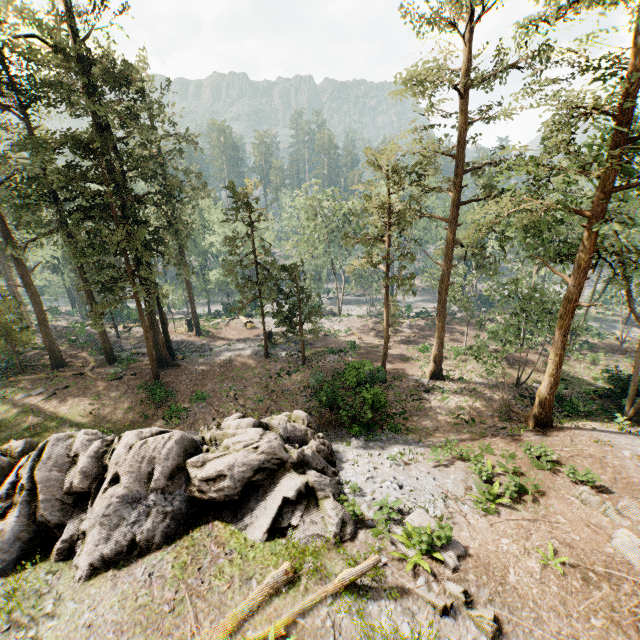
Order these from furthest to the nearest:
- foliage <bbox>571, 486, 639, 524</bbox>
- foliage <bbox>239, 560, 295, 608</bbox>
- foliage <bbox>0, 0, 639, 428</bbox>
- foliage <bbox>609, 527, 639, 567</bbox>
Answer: foliage <bbox>0, 0, 639, 428</bbox> → foliage <bbox>571, 486, 639, 524</bbox> → foliage <bbox>609, 527, 639, 567</bbox> → foliage <bbox>239, 560, 295, 608</bbox>

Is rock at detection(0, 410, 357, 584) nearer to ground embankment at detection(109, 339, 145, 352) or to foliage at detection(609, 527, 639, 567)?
foliage at detection(609, 527, 639, 567)

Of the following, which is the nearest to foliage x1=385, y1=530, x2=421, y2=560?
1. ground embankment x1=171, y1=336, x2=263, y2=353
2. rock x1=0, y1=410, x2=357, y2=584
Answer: ground embankment x1=171, y1=336, x2=263, y2=353

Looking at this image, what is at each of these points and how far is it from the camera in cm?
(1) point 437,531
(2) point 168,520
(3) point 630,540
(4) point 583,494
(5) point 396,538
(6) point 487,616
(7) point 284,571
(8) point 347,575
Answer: (1) foliage, 1027
(2) rock, 1081
(3) foliage, 1018
(4) foliage, 1176
(5) foliage, 1069
(6) foliage, 849
(7) foliage, 934
(8) foliage, 907

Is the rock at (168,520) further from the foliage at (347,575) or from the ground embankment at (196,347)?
the ground embankment at (196,347)

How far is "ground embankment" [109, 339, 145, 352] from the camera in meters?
35.5

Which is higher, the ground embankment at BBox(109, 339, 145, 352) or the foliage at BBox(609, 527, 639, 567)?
the foliage at BBox(609, 527, 639, 567)
